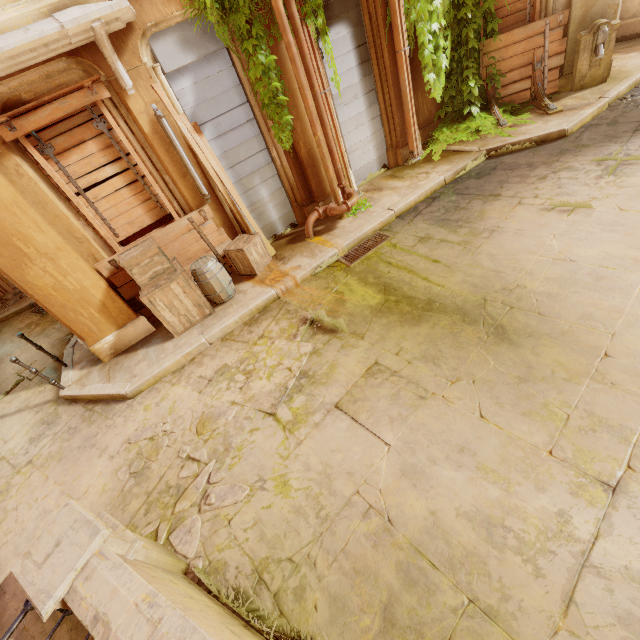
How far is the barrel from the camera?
5.73m

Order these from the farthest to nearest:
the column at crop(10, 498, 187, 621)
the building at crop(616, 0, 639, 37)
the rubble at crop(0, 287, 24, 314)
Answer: the rubble at crop(0, 287, 24, 314) < the building at crop(616, 0, 639, 37) < the column at crop(10, 498, 187, 621)

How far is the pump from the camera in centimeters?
699cm

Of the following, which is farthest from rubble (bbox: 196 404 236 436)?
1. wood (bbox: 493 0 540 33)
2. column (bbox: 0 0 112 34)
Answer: wood (bbox: 493 0 540 33)

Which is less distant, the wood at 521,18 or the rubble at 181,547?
the rubble at 181,547

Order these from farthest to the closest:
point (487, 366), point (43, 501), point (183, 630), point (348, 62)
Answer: point (348, 62)
point (43, 501)
point (487, 366)
point (183, 630)

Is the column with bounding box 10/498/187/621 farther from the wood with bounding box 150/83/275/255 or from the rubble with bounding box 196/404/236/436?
the wood with bounding box 150/83/275/255

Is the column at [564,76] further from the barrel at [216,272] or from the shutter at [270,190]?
the barrel at [216,272]
